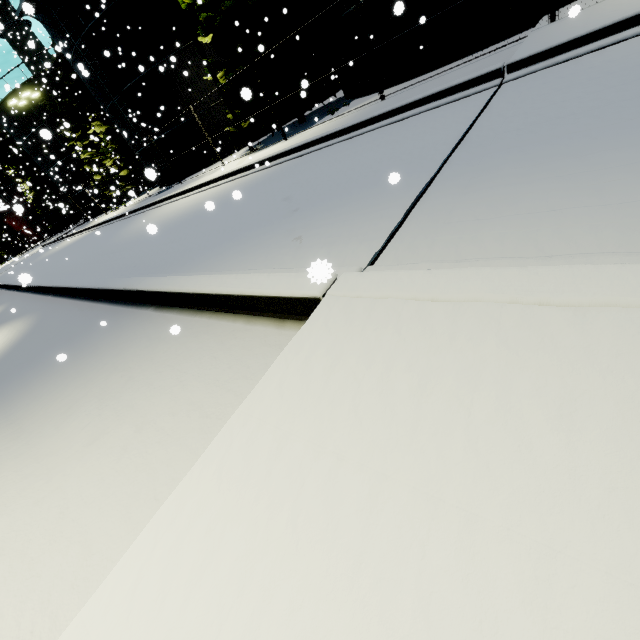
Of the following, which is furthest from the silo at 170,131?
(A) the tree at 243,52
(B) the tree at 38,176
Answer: (B) the tree at 38,176

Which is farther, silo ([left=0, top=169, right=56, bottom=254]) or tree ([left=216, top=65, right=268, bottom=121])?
silo ([left=0, top=169, right=56, bottom=254])

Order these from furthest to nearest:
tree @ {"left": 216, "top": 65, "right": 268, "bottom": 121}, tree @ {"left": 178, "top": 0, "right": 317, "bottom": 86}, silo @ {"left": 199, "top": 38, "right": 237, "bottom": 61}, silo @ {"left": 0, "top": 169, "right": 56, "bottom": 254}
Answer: silo @ {"left": 0, "top": 169, "right": 56, "bottom": 254}, silo @ {"left": 199, "top": 38, "right": 237, "bottom": 61}, tree @ {"left": 216, "top": 65, "right": 268, "bottom": 121}, tree @ {"left": 178, "top": 0, "right": 317, "bottom": 86}

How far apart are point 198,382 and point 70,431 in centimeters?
182cm

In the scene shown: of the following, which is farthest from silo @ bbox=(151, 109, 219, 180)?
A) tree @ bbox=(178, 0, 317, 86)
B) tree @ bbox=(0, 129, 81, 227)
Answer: tree @ bbox=(0, 129, 81, 227)

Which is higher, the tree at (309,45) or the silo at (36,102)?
the silo at (36,102)

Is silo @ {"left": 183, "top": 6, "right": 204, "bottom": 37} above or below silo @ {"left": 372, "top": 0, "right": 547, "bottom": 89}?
above
